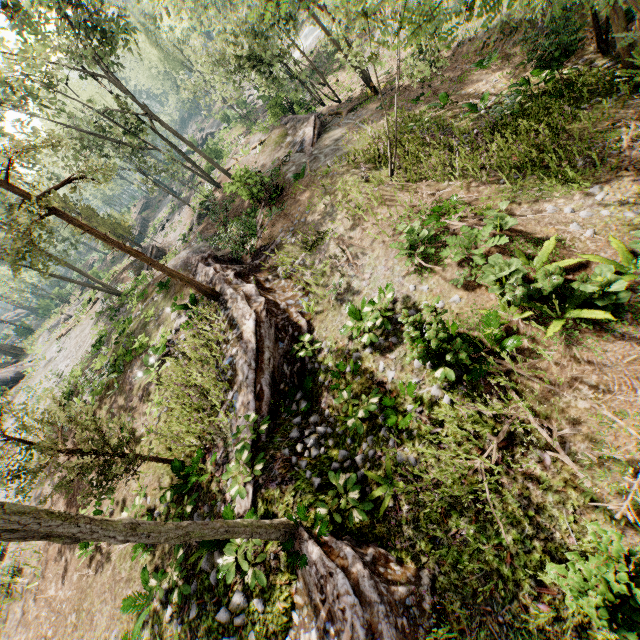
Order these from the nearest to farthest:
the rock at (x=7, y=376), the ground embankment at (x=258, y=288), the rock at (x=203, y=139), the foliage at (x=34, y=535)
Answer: the foliage at (x=34, y=535), the ground embankment at (x=258, y=288), the rock at (x=7, y=376), the rock at (x=203, y=139)

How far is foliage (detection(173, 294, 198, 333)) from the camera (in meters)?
14.11

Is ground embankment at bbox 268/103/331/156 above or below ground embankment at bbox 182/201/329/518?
below

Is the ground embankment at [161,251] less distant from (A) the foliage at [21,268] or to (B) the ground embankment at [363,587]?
(A) the foliage at [21,268]

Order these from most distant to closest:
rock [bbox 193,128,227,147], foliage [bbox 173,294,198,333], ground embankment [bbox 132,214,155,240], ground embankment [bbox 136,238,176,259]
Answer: ground embankment [bbox 132,214,155,240] → rock [bbox 193,128,227,147] → ground embankment [bbox 136,238,176,259] → foliage [bbox 173,294,198,333]

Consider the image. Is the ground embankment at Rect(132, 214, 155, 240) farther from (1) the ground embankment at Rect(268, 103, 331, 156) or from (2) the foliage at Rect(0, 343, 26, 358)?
(1) the ground embankment at Rect(268, 103, 331, 156)

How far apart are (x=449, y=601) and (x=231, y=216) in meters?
24.2

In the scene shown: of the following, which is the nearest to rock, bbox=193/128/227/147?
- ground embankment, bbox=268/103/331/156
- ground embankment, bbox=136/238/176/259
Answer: ground embankment, bbox=136/238/176/259
